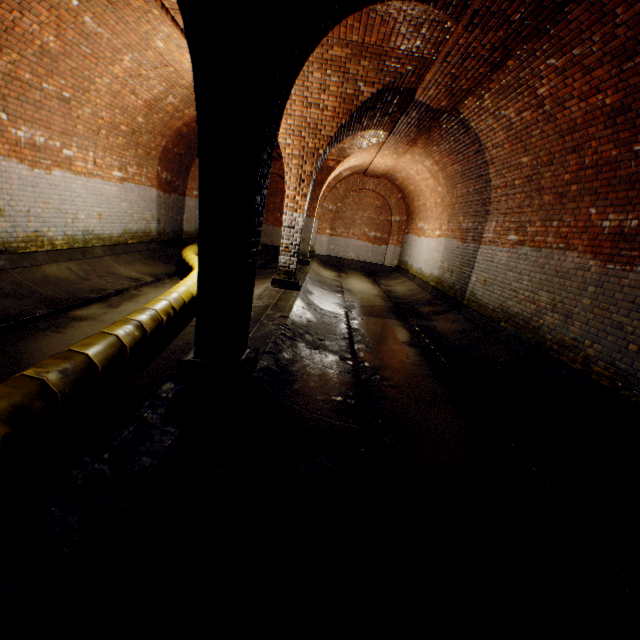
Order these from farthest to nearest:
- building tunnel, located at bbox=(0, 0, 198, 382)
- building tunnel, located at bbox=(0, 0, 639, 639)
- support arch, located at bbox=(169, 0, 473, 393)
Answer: building tunnel, located at bbox=(0, 0, 198, 382) → support arch, located at bbox=(169, 0, 473, 393) → building tunnel, located at bbox=(0, 0, 639, 639)

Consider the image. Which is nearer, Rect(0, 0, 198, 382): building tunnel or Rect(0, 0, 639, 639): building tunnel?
Rect(0, 0, 639, 639): building tunnel

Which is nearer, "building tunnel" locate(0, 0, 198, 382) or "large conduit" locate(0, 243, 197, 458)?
"large conduit" locate(0, 243, 197, 458)

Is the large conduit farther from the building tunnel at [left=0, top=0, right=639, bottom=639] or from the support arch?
the support arch

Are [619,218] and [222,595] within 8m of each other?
yes

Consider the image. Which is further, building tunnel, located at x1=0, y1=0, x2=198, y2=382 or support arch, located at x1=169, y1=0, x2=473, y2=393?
building tunnel, located at x1=0, y1=0, x2=198, y2=382

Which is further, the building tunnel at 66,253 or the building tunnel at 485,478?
the building tunnel at 66,253

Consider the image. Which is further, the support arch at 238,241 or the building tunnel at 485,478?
the support arch at 238,241
